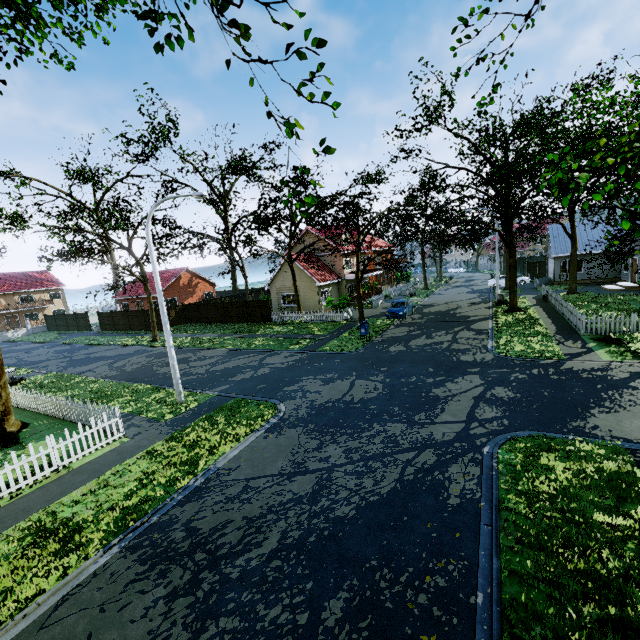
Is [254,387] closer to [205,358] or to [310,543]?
[205,358]

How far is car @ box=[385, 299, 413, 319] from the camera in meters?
26.5 m

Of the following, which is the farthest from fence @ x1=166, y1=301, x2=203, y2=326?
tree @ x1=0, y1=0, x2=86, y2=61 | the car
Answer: the car

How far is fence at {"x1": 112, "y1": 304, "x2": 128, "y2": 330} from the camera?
37.81m

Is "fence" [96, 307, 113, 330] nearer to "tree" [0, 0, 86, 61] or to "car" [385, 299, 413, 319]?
"tree" [0, 0, 86, 61]

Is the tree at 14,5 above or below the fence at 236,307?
above

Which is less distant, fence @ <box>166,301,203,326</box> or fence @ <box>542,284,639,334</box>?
fence @ <box>542,284,639,334</box>

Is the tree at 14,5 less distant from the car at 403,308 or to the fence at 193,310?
the fence at 193,310
